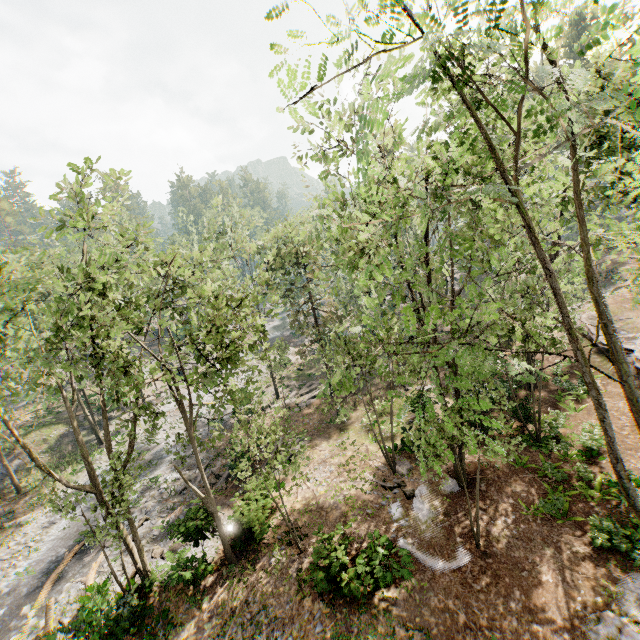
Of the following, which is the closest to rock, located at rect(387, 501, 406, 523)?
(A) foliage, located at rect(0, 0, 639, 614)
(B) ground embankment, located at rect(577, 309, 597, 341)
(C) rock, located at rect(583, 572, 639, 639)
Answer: (A) foliage, located at rect(0, 0, 639, 614)

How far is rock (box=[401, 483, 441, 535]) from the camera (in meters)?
14.98

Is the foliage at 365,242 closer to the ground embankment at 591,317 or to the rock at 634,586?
the ground embankment at 591,317

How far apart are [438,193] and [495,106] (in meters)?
2.48

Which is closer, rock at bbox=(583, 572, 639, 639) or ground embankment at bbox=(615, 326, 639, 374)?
rock at bbox=(583, 572, 639, 639)

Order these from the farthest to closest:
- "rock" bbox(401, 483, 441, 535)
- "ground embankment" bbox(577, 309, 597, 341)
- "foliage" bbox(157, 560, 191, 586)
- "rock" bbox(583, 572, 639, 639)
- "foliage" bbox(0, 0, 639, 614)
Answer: "ground embankment" bbox(577, 309, 597, 341) → "rock" bbox(401, 483, 441, 535) → "foliage" bbox(157, 560, 191, 586) → "rock" bbox(583, 572, 639, 639) → "foliage" bbox(0, 0, 639, 614)

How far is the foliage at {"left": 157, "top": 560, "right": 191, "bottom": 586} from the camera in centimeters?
1396cm
